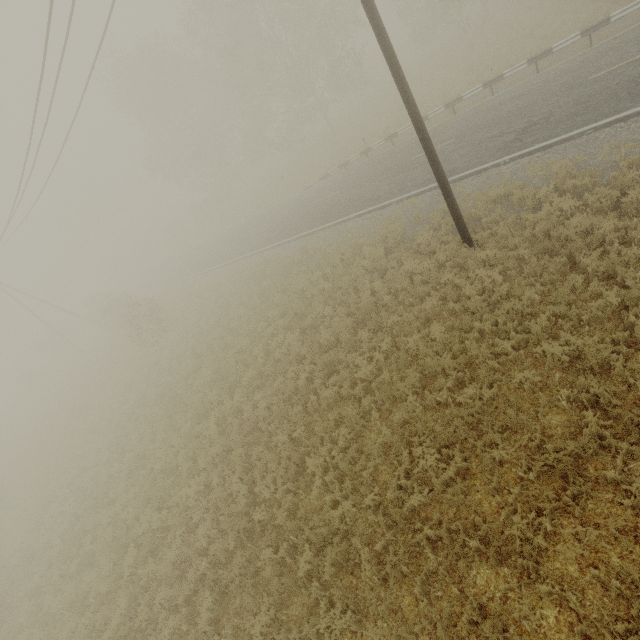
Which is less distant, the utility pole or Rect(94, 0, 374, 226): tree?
the utility pole

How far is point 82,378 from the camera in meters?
28.0 m

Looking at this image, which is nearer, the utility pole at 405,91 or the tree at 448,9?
the utility pole at 405,91
